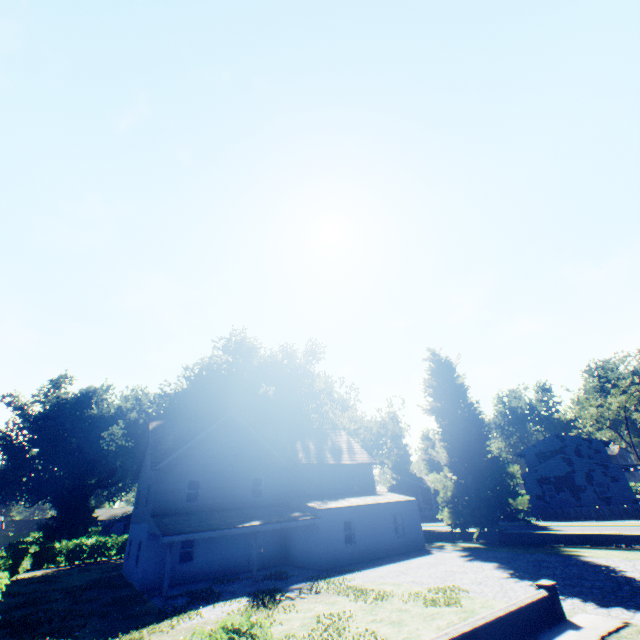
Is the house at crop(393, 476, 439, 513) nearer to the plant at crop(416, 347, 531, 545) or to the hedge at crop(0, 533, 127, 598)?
the plant at crop(416, 347, 531, 545)

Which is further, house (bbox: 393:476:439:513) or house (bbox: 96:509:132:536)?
house (bbox: 393:476:439:513)

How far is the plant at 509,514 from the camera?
23.8m

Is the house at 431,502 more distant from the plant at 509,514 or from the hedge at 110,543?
the hedge at 110,543

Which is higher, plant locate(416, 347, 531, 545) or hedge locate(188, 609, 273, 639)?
plant locate(416, 347, 531, 545)

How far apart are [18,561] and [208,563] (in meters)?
22.21

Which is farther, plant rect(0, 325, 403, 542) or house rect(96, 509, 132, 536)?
house rect(96, 509, 132, 536)
